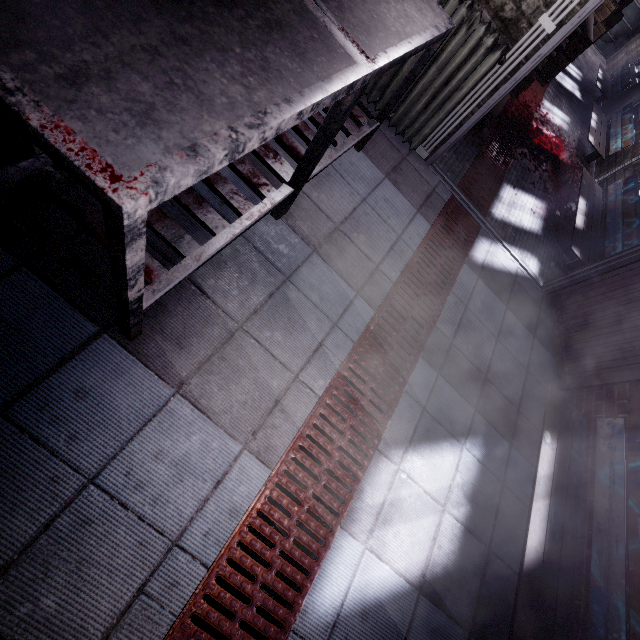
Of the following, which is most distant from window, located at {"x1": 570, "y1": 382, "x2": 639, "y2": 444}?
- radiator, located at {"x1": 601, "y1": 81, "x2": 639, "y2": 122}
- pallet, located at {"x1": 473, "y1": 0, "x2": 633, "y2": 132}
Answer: pallet, located at {"x1": 473, "y1": 0, "x2": 633, "y2": 132}

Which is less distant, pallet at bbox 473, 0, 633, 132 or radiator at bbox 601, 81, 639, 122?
pallet at bbox 473, 0, 633, 132

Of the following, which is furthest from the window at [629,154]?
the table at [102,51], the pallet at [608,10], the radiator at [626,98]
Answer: the table at [102,51]

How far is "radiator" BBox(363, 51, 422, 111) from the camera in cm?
224

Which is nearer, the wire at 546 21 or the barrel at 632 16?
the wire at 546 21

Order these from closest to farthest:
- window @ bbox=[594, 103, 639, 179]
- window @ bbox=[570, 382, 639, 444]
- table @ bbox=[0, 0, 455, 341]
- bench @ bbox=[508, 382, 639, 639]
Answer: table @ bbox=[0, 0, 455, 341] → bench @ bbox=[508, 382, 639, 639] → window @ bbox=[570, 382, 639, 444] → window @ bbox=[594, 103, 639, 179]

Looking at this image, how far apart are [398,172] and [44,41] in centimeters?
231cm

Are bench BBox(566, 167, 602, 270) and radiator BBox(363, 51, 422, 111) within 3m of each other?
yes
